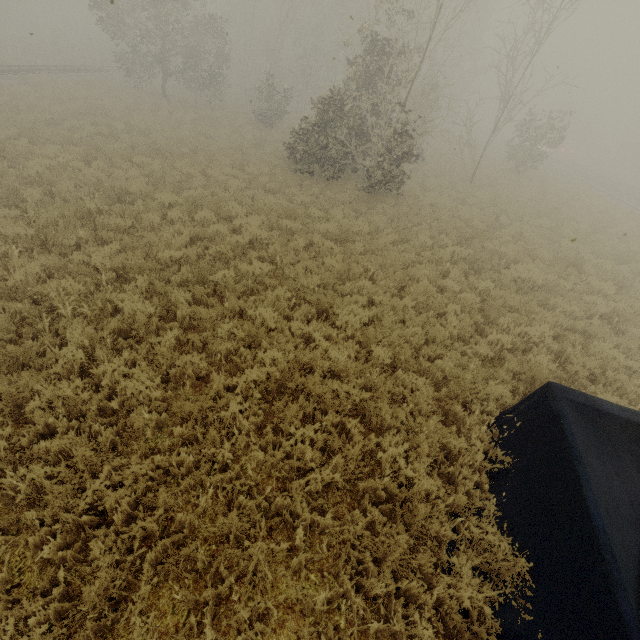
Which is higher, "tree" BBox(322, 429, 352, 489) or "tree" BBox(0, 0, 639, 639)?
"tree" BBox(322, 429, 352, 489)

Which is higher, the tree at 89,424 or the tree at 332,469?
the tree at 332,469

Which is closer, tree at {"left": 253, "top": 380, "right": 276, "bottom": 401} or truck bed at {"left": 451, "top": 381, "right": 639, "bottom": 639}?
truck bed at {"left": 451, "top": 381, "right": 639, "bottom": 639}

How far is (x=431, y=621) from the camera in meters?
3.5 m

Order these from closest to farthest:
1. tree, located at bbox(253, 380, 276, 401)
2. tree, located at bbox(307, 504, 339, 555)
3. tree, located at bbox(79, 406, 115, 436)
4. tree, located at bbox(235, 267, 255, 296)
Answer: tree, located at bbox(307, 504, 339, 555)
tree, located at bbox(79, 406, 115, 436)
tree, located at bbox(253, 380, 276, 401)
tree, located at bbox(235, 267, 255, 296)

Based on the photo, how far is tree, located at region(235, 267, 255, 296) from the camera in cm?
772

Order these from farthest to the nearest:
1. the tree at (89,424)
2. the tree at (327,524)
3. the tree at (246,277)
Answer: the tree at (246,277) → the tree at (89,424) → the tree at (327,524)

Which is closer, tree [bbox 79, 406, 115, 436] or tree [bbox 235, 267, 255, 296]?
tree [bbox 79, 406, 115, 436]
